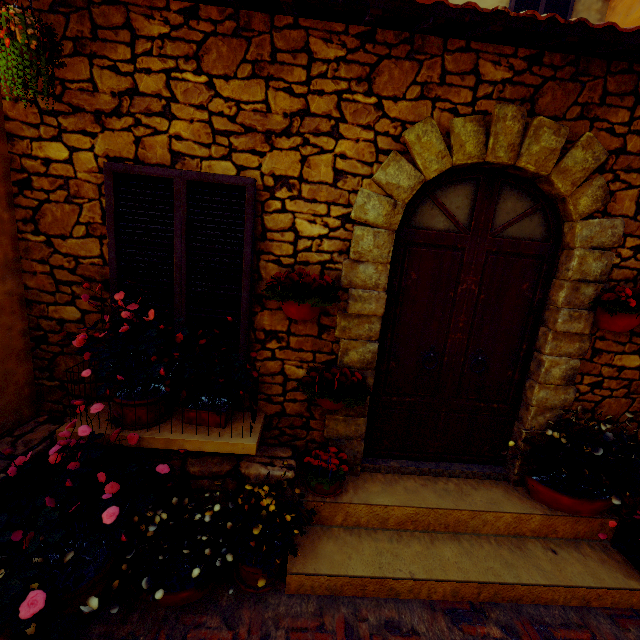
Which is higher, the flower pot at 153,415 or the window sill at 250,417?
the flower pot at 153,415

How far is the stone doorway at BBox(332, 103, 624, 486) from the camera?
2.4m

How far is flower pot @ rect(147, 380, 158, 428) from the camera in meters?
2.5 m

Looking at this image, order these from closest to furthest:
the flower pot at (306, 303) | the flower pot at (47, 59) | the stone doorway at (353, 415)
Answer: the flower pot at (47, 59) < the flower pot at (306, 303) < the stone doorway at (353, 415)

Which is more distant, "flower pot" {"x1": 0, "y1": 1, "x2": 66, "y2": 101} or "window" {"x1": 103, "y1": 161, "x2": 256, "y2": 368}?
"window" {"x1": 103, "y1": 161, "x2": 256, "y2": 368}

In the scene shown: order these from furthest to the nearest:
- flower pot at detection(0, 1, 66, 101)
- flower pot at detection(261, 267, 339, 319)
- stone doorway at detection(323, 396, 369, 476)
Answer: stone doorway at detection(323, 396, 369, 476), flower pot at detection(261, 267, 339, 319), flower pot at detection(0, 1, 66, 101)

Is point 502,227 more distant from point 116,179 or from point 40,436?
point 40,436

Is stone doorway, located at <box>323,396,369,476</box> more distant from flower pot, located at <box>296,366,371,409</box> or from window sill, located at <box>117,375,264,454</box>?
window sill, located at <box>117,375,264,454</box>
